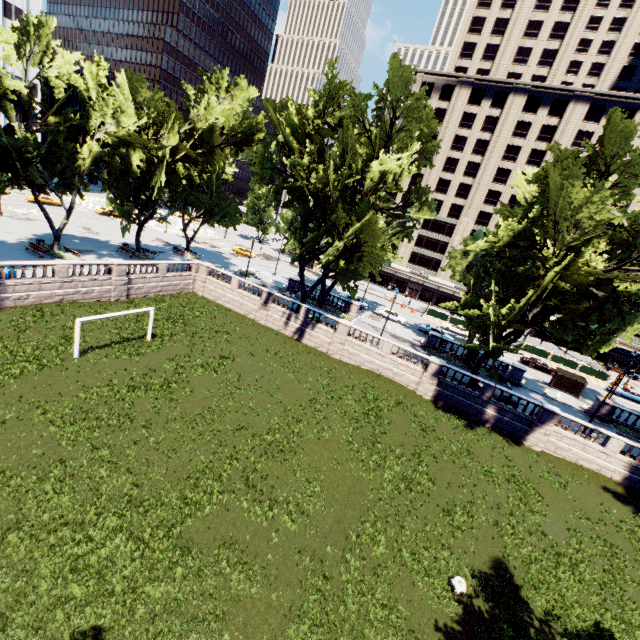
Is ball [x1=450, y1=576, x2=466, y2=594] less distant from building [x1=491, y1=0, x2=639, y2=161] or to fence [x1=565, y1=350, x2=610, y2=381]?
fence [x1=565, y1=350, x2=610, y2=381]

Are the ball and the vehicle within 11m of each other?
no

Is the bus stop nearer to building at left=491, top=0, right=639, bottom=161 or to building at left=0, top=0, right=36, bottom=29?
building at left=491, top=0, right=639, bottom=161

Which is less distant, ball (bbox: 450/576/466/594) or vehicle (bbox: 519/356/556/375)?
ball (bbox: 450/576/466/594)

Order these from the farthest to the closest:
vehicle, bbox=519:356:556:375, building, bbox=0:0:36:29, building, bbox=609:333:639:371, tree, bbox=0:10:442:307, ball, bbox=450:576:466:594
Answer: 1. building, bbox=609:333:639:371
2. building, bbox=0:0:36:29
3. vehicle, bbox=519:356:556:375
4. tree, bbox=0:10:442:307
5. ball, bbox=450:576:466:594

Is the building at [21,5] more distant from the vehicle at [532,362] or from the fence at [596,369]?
the vehicle at [532,362]

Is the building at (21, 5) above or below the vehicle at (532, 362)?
above

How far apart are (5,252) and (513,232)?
46.6 meters
